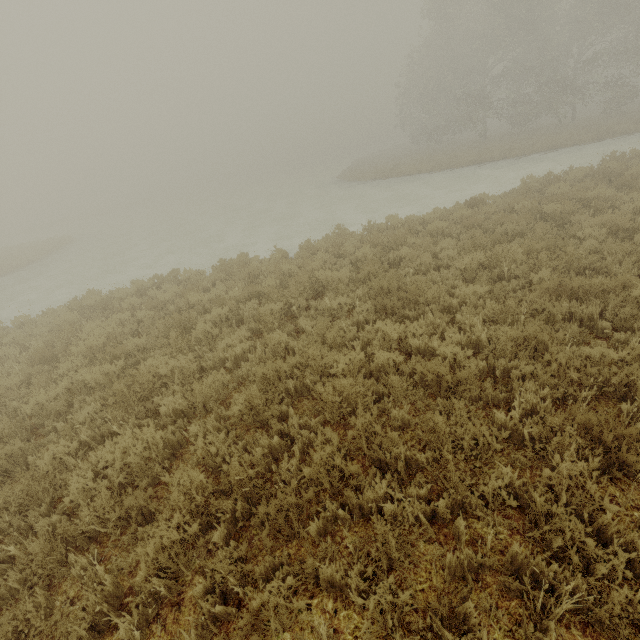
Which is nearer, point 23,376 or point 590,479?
point 590,479
